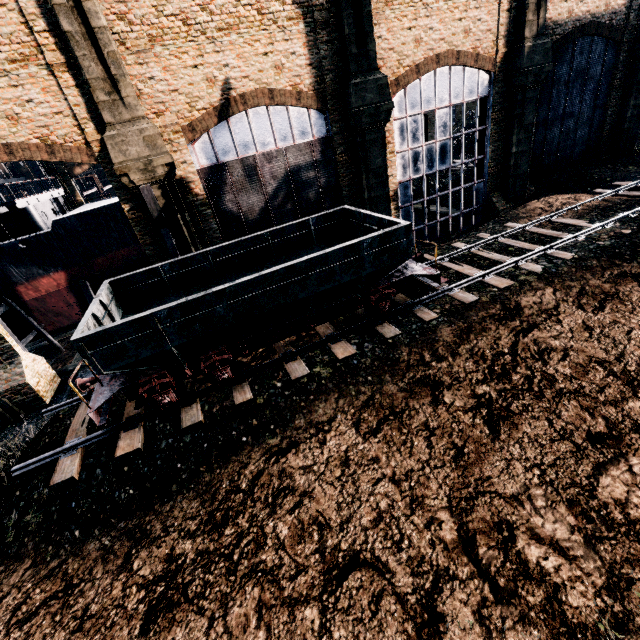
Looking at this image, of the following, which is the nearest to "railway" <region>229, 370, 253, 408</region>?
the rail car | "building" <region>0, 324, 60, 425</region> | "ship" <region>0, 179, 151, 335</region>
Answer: the rail car

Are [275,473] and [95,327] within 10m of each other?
yes

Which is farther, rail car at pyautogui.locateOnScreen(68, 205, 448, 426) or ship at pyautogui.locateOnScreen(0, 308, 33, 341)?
ship at pyautogui.locateOnScreen(0, 308, 33, 341)

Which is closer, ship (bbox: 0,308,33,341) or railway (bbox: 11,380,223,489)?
railway (bbox: 11,380,223,489)

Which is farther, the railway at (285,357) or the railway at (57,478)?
the railway at (285,357)

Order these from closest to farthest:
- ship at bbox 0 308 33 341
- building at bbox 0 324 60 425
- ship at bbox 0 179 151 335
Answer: building at bbox 0 324 60 425 < ship at bbox 0 179 151 335 < ship at bbox 0 308 33 341

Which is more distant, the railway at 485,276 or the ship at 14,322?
the ship at 14,322

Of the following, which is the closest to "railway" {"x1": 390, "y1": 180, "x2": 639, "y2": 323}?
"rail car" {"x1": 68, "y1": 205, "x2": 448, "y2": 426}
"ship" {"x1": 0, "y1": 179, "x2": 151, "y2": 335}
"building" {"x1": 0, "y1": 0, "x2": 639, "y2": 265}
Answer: "rail car" {"x1": 68, "y1": 205, "x2": 448, "y2": 426}
